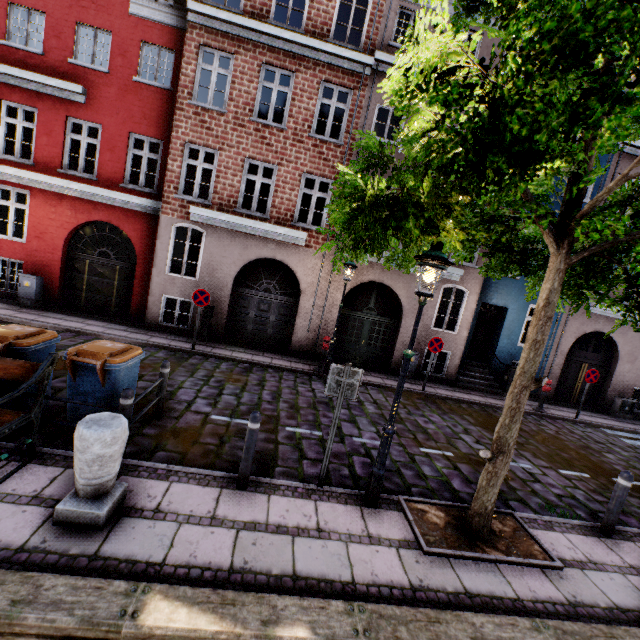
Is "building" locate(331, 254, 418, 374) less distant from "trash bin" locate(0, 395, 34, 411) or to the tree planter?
"trash bin" locate(0, 395, 34, 411)

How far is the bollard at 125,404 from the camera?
4.4 meters

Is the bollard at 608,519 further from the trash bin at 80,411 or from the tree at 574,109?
the trash bin at 80,411

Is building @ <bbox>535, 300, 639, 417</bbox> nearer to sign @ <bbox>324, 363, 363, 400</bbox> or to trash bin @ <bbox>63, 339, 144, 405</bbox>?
trash bin @ <bbox>63, 339, 144, 405</bbox>

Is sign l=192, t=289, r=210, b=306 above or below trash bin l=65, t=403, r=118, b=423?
above

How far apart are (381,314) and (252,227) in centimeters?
579cm

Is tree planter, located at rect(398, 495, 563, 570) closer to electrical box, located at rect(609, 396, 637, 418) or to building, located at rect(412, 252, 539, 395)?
building, located at rect(412, 252, 539, 395)

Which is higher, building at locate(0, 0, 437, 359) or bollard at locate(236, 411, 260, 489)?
building at locate(0, 0, 437, 359)
